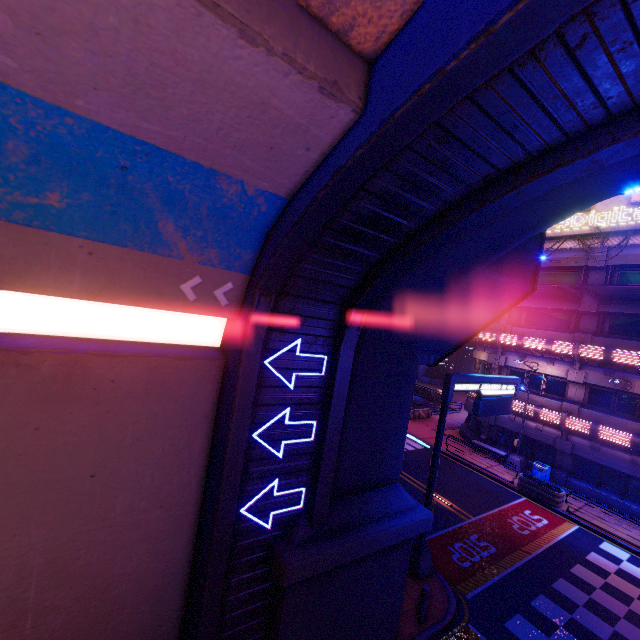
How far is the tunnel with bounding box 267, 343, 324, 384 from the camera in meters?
6.2

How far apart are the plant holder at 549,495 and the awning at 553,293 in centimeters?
1149cm

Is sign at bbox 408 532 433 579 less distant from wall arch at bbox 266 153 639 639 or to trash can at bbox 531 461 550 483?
wall arch at bbox 266 153 639 639

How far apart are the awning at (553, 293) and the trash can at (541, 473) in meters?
10.9

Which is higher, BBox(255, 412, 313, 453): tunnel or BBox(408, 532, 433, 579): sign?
BBox(255, 412, 313, 453): tunnel

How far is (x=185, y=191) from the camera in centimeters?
419cm

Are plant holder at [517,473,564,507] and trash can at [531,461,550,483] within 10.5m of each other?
yes

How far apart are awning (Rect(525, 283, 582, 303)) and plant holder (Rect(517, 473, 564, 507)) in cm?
1149
